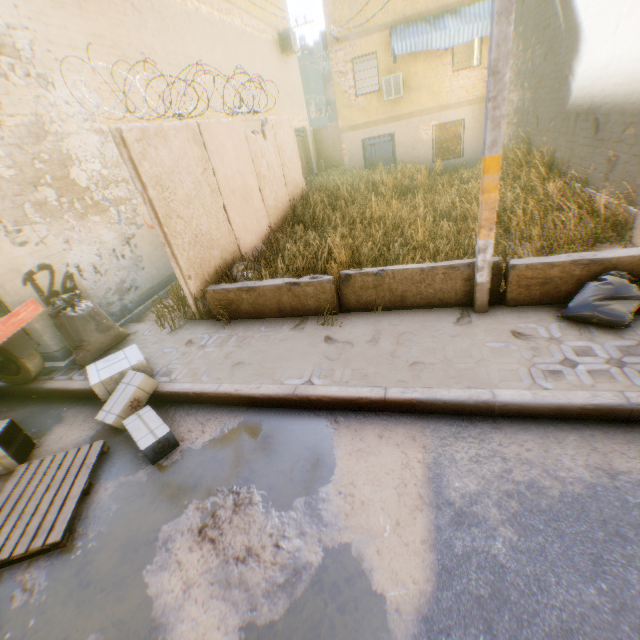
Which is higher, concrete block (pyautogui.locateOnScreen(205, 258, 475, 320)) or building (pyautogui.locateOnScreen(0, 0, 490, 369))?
building (pyautogui.locateOnScreen(0, 0, 490, 369))

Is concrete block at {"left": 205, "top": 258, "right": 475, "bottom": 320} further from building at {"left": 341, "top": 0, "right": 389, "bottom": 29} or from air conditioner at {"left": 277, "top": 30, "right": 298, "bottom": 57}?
air conditioner at {"left": 277, "top": 30, "right": 298, "bottom": 57}

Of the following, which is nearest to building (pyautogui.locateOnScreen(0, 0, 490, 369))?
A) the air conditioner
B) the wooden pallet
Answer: the air conditioner

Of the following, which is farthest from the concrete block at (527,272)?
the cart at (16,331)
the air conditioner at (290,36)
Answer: the air conditioner at (290,36)

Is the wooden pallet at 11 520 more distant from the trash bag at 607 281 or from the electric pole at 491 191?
→ the electric pole at 491 191

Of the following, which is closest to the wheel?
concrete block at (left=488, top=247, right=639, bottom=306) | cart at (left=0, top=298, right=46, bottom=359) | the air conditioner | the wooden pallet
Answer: cart at (left=0, top=298, right=46, bottom=359)

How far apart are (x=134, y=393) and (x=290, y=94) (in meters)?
18.12

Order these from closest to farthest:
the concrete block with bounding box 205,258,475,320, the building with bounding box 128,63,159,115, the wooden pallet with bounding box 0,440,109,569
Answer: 1. the wooden pallet with bounding box 0,440,109,569
2. the concrete block with bounding box 205,258,475,320
3. the building with bounding box 128,63,159,115
